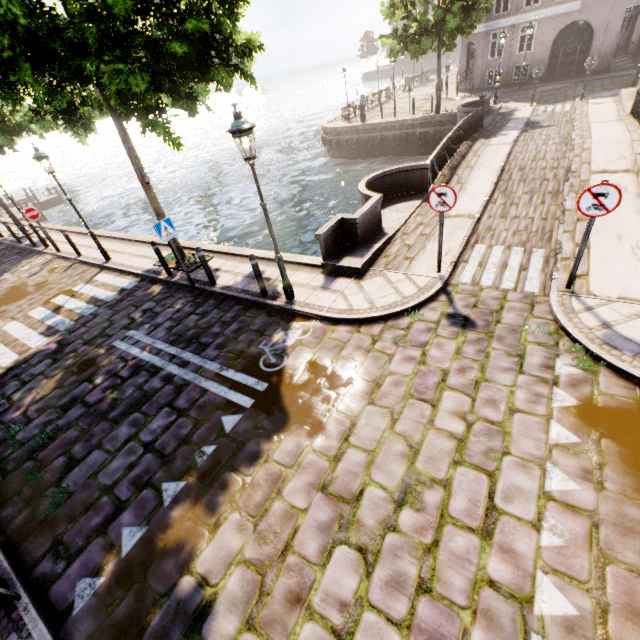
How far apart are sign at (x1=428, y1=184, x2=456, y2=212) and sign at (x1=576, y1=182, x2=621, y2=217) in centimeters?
190cm

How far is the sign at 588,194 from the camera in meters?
4.9

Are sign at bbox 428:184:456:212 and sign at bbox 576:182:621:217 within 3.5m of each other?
yes

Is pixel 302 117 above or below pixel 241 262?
below

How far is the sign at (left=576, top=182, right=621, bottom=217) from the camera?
4.89m

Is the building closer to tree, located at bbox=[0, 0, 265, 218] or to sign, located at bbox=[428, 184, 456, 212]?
tree, located at bbox=[0, 0, 265, 218]

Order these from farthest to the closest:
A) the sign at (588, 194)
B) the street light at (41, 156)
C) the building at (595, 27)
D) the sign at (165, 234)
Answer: A: the building at (595, 27), the street light at (41, 156), the sign at (165, 234), the sign at (588, 194)

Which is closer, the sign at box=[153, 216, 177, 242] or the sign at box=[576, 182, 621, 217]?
the sign at box=[576, 182, 621, 217]
